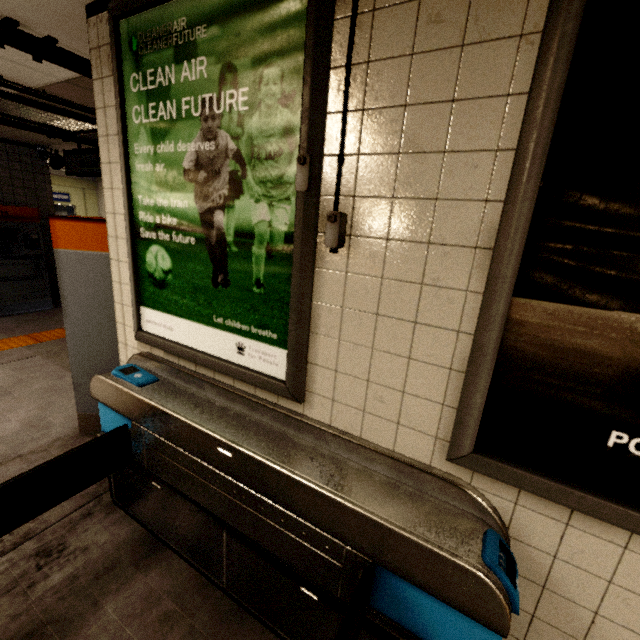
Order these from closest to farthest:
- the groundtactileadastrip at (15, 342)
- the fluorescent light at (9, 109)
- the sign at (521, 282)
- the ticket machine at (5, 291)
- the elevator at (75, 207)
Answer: the sign at (521, 282)
the fluorescent light at (9, 109)
the groundtactileadastrip at (15, 342)
the ticket machine at (5, 291)
the elevator at (75, 207)

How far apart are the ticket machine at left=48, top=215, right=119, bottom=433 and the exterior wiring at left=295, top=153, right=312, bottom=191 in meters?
1.6 m

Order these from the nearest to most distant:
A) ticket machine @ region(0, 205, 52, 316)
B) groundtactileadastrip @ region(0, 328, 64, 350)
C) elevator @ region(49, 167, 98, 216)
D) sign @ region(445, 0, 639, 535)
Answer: sign @ region(445, 0, 639, 535), groundtactileadastrip @ region(0, 328, 64, 350), ticket machine @ region(0, 205, 52, 316), elevator @ region(49, 167, 98, 216)

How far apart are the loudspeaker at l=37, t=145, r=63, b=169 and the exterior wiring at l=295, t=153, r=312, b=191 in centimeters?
715cm

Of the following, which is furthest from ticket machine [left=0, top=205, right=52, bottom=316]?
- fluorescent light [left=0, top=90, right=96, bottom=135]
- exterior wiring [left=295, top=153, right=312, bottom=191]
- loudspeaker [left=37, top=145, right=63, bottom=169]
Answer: exterior wiring [left=295, top=153, right=312, bottom=191]

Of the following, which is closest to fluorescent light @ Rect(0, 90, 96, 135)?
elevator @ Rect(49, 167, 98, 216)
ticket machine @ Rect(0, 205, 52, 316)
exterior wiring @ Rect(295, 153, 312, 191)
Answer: ticket machine @ Rect(0, 205, 52, 316)

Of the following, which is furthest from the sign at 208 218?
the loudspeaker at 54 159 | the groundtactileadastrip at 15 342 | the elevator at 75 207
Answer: the elevator at 75 207

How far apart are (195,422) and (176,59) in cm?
170
